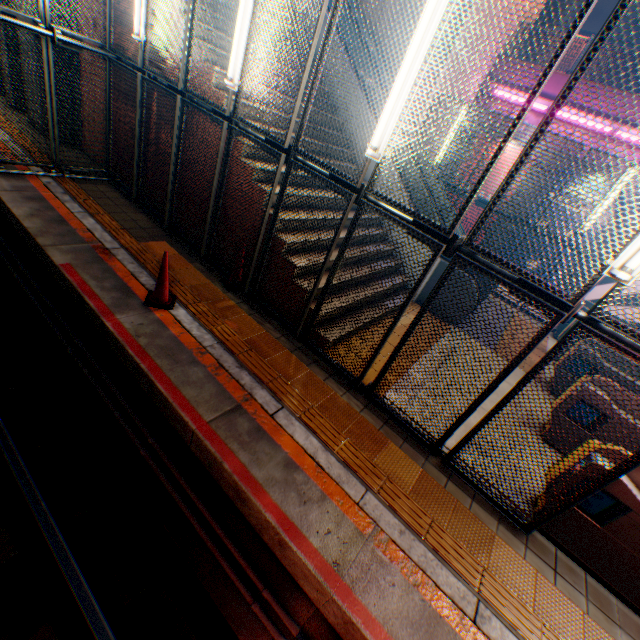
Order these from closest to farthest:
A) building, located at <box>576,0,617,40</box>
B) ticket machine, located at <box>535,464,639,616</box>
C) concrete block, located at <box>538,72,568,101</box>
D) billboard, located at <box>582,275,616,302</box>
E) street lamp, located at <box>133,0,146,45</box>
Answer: ticket machine, located at <box>535,464,639,616</box> → street lamp, located at <box>133,0,146,45</box> → concrete block, located at <box>538,72,568,101</box> → billboard, located at <box>582,275,616,302</box> → building, located at <box>576,0,617,40</box>

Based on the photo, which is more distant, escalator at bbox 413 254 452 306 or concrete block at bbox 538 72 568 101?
concrete block at bbox 538 72 568 101

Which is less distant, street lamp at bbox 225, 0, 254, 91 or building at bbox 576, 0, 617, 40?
street lamp at bbox 225, 0, 254, 91

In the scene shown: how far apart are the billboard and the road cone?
15.09m

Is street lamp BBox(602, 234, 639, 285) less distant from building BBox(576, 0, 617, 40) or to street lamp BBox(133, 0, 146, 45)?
street lamp BBox(133, 0, 146, 45)

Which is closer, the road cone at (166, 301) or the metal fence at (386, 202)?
the metal fence at (386, 202)

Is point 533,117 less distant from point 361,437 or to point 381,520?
point 361,437

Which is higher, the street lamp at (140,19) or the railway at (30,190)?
the street lamp at (140,19)
